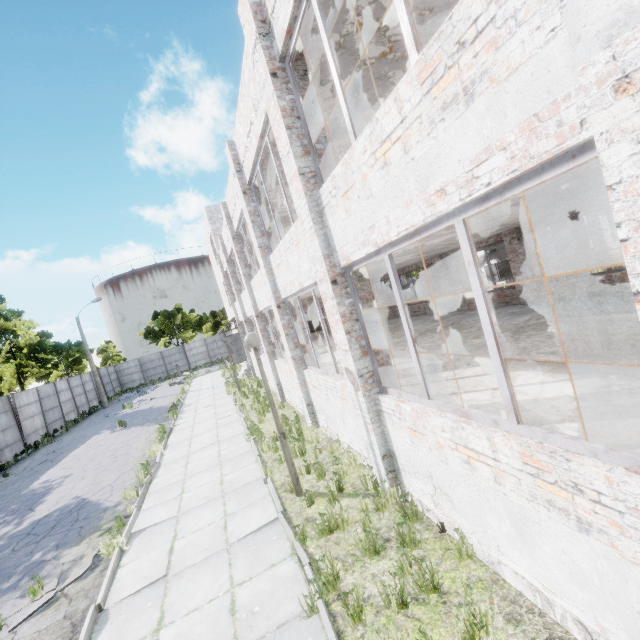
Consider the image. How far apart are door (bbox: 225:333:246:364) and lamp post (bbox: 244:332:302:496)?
17.6 meters

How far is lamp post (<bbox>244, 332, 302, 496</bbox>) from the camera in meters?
6.3

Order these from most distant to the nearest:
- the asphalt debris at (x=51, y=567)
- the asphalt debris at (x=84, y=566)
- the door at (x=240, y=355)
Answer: the door at (x=240, y=355) → the asphalt debris at (x=51, y=567) → the asphalt debris at (x=84, y=566)

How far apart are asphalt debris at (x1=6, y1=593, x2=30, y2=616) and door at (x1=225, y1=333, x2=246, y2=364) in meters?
16.9 m

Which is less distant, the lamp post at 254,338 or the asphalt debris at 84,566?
the asphalt debris at 84,566

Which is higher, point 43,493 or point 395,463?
point 395,463

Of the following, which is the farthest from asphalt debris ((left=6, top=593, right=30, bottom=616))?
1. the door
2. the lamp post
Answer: the door

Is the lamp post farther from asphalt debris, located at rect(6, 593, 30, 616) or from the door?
the door
